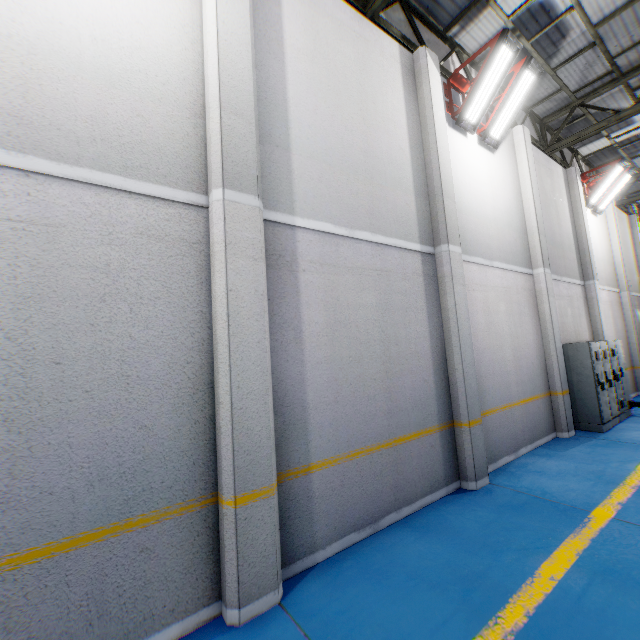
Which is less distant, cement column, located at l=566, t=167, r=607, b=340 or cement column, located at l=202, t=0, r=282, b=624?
cement column, located at l=202, t=0, r=282, b=624

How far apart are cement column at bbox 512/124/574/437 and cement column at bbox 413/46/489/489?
3.4 meters

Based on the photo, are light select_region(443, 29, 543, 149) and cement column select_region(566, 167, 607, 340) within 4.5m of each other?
no

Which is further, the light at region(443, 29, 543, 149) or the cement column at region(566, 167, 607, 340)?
the cement column at region(566, 167, 607, 340)

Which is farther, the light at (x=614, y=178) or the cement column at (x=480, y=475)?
the light at (x=614, y=178)

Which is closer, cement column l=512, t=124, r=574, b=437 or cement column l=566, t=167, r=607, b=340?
cement column l=512, t=124, r=574, b=437

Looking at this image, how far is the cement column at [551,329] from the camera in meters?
7.7

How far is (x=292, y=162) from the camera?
4.2m
